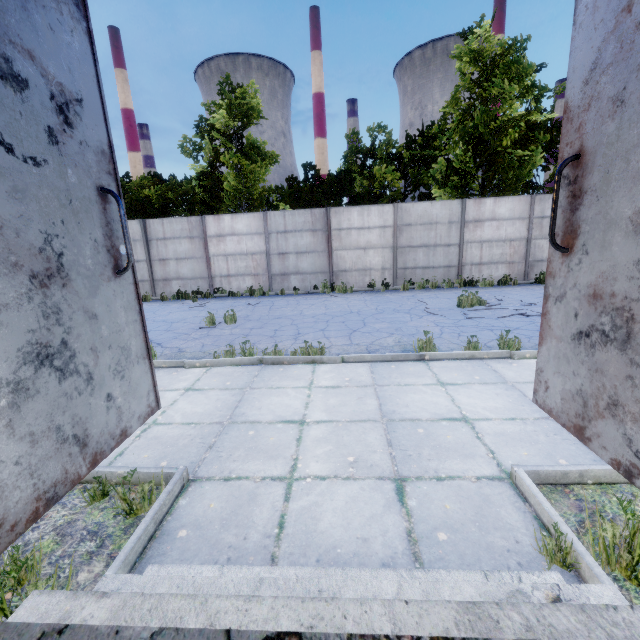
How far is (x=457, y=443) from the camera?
3.4 meters

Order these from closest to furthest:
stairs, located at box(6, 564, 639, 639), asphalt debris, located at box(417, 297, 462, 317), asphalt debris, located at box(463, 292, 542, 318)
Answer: stairs, located at box(6, 564, 639, 639) < asphalt debris, located at box(463, 292, 542, 318) < asphalt debris, located at box(417, 297, 462, 317)

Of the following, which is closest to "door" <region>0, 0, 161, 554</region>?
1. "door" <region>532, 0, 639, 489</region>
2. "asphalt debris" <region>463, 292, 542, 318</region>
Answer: "door" <region>532, 0, 639, 489</region>

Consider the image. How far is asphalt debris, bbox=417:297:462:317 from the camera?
9.2m

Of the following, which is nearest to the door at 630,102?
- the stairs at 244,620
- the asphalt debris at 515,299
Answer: the stairs at 244,620

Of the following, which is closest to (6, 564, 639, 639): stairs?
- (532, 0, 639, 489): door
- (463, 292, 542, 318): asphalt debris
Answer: (532, 0, 639, 489): door

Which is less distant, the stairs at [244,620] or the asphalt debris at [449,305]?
Answer: the stairs at [244,620]
